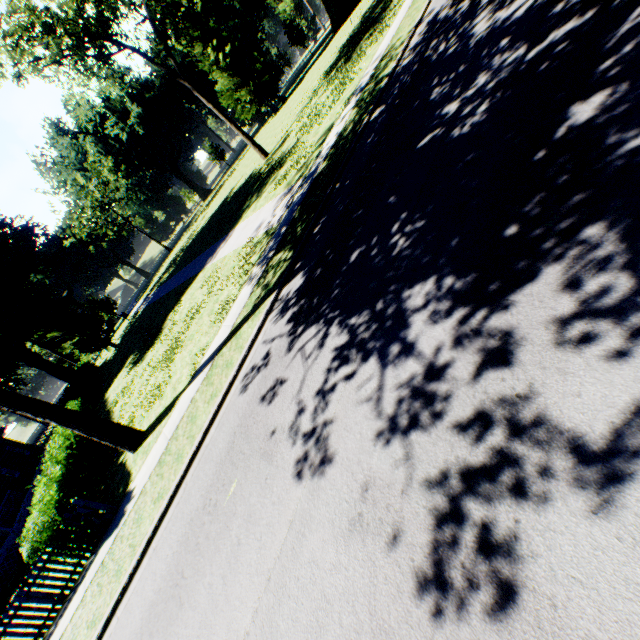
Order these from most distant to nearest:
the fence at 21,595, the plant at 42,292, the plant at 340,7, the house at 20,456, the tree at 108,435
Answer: the plant at 340,7
the plant at 42,292
the house at 20,456
the tree at 108,435
the fence at 21,595

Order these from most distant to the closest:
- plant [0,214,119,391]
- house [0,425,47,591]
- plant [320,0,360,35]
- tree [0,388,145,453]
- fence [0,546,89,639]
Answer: plant [320,0,360,35]
plant [0,214,119,391]
house [0,425,47,591]
tree [0,388,145,453]
fence [0,546,89,639]

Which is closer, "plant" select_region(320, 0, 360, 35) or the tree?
the tree

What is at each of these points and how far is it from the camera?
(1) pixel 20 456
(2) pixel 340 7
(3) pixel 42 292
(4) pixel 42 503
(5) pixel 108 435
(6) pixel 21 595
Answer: (1) house, 25.16m
(2) plant, 46.09m
(3) plant, 35.72m
(4) hedge, 9.77m
(5) tree, 11.31m
(6) fence, 8.70m

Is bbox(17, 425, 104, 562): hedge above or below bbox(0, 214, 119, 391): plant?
below

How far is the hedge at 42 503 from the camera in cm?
895

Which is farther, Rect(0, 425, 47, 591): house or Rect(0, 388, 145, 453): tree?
Rect(0, 425, 47, 591): house

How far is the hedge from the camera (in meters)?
8.95
